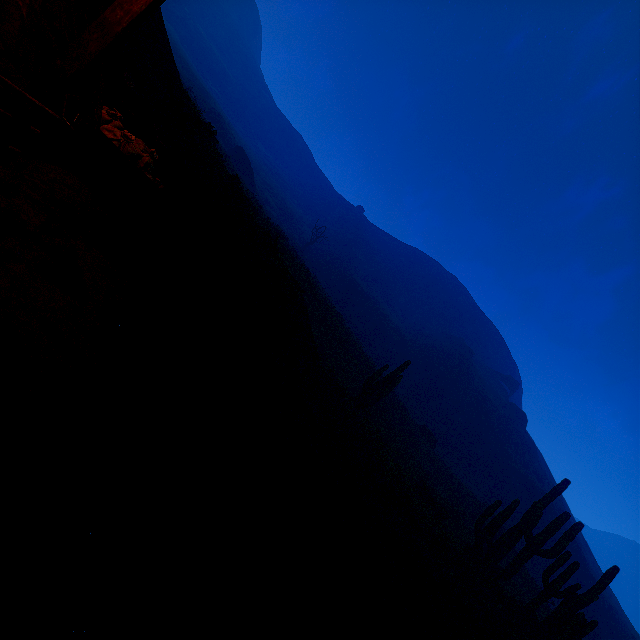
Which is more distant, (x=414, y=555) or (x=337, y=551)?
(x=414, y=555)

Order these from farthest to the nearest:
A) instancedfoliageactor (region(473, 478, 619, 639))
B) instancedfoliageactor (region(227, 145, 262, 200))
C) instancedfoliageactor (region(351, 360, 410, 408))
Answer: instancedfoliageactor (region(227, 145, 262, 200)), instancedfoliageactor (region(351, 360, 410, 408)), instancedfoliageactor (region(473, 478, 619, 639))

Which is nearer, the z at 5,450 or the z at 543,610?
the z at 5,450

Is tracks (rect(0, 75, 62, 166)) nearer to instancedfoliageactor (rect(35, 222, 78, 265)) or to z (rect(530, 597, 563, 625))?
instancedfoliageactor (rect(35, 222, 78, 265))

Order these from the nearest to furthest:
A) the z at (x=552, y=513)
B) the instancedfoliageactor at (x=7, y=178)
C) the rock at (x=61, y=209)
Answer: the instancedfoliageactor at (x=7, y=178) → the rock at (x=61, y=209) → the z at (x=552, y=513)

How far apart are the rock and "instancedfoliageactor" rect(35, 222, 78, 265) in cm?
27

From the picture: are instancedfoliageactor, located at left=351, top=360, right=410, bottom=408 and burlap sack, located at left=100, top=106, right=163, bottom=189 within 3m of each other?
no

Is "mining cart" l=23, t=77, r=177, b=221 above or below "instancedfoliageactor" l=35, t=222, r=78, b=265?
above
